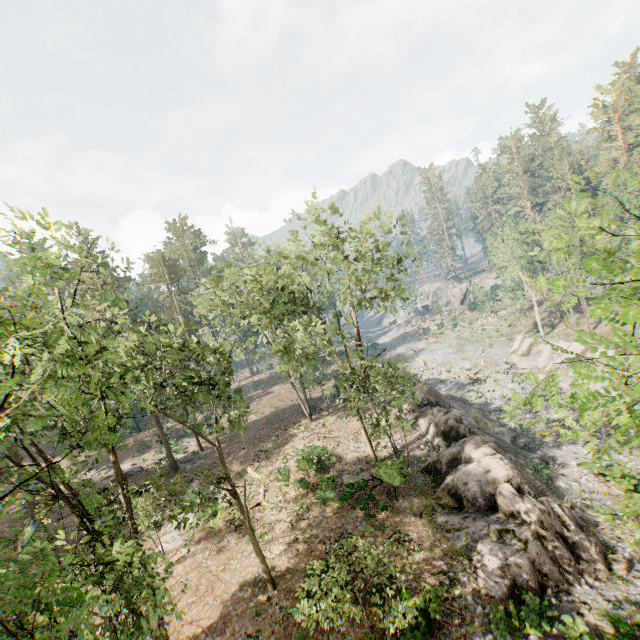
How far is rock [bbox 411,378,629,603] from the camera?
14.0m

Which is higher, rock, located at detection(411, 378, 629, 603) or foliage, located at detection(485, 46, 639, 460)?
foliage, located at detection(485, 46, 639, 460)

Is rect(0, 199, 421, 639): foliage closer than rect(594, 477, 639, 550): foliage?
Yes

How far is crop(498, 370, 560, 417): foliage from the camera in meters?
3.5 m

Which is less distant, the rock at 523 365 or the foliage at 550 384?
the foliage at 550 384

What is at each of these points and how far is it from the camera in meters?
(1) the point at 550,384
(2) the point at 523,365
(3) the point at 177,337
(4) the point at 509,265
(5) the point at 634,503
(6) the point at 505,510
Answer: (1) foliage, 3.6 m
(2) rock, 40.8 m
(3) foliage, 12.4 m
(4) foliage, 52.2 m
(5) foliage, 12.5 m
(6) rock, 16.5 m

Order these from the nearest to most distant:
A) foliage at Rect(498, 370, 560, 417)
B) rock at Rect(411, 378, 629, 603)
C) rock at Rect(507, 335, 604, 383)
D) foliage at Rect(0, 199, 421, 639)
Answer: foliage at Rect(498, 370, 560, 417)
foliage at Rect(0, 199, 421, 639)
rock at Rect(411, 378, 629, 603)
rock at Rect(507, 335, 604, 383)
